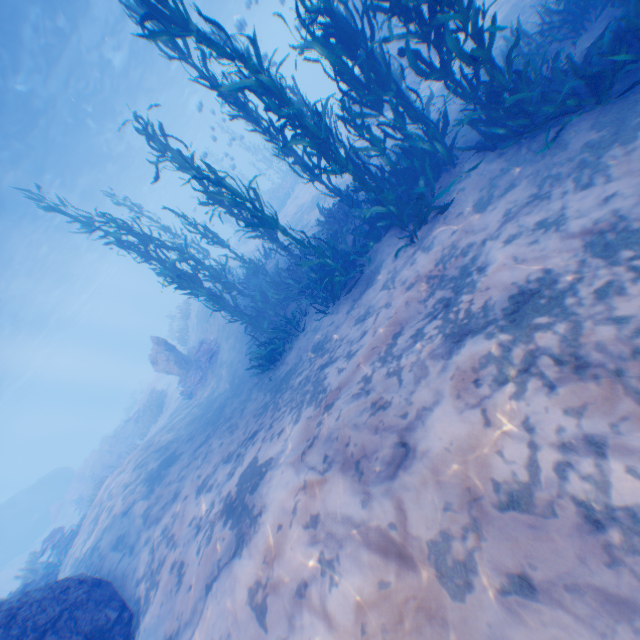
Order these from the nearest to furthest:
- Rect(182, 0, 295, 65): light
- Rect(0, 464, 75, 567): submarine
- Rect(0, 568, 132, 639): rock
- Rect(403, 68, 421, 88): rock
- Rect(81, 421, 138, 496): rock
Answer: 1. Rect(0, 568, 132, 639): rock
2. Rect(403, 68, 421, 88): rock
3. Rect(182, 0, 295, 65): light
4. Rect(81, 421, 138, 496): rock
5. Rect(0, 464, 75, 567): submarine

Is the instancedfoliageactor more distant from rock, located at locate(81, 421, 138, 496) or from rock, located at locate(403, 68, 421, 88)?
rock, located at locate(81, 421, 138, 496)

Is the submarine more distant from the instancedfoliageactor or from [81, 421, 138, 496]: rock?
the instancedfoliageactor

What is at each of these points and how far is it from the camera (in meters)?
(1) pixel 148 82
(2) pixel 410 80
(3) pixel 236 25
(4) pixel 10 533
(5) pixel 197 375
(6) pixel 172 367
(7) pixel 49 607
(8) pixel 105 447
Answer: (1) light, 24.12
(2) rock, 13.19
(3) light, 12.23
(4) submarine, 27.75
(5) instancedfoliageactor, 15.02
(6) rock, 15.73
(7) rock, 5.31
(8) rock, 22.67

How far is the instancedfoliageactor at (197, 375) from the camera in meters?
14.3

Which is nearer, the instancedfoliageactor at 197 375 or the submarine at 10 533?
the instancedfoliageactor at 197 375

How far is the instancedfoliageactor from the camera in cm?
1428

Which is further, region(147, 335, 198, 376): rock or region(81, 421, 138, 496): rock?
region(81, 421, 138, 496): rock
